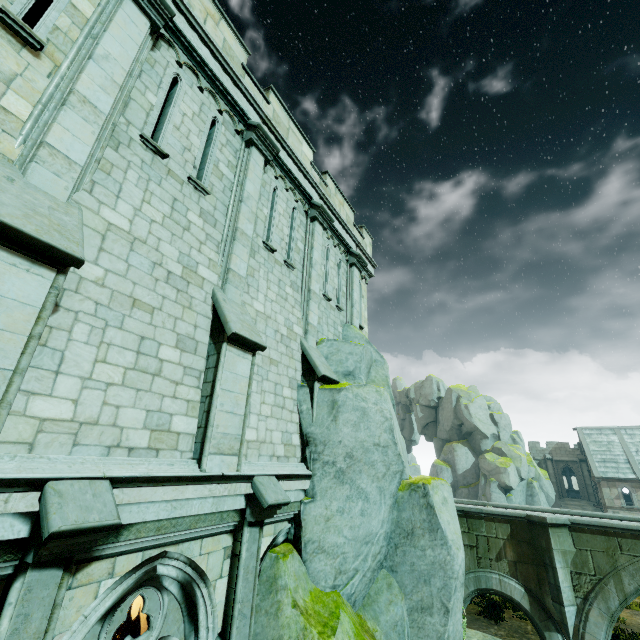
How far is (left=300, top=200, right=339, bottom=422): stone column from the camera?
8.4m

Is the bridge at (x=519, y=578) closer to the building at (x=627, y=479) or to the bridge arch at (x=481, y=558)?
the bridge arch at (x=481, y=558)

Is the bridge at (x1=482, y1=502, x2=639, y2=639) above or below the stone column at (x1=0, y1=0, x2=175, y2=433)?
below

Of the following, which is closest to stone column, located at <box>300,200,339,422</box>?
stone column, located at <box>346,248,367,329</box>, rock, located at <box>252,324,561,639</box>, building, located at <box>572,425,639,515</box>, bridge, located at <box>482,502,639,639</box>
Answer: stone column, located at <box>346,248,367,329</box>

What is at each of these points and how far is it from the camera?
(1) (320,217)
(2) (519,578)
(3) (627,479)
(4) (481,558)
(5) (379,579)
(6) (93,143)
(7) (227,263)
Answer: (1) stone column, 10.9m
(2) bridge, 13.9m
(3) building, 35.5m
(4) bridge arch, 14.8m
(5) rock, 7.3m
(6) stone column, 4.8m
(7) stone column, 6.9m

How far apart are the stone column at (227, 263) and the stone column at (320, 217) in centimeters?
204cm

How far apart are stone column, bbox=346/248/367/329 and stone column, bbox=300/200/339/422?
2.0 meters

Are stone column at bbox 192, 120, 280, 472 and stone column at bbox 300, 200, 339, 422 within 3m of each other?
yes
